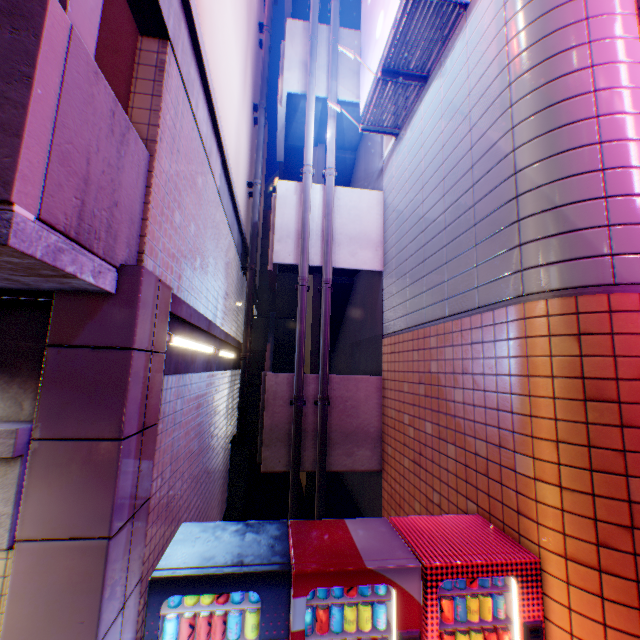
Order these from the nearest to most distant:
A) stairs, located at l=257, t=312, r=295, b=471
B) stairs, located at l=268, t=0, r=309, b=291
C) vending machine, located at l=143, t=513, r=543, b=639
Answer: vending machine, located at l=143, t=513, r=543, b=639
stairs, located at l=257, t=312, r=295, b=471
stairs, located at l=268, t=0, r=309, b=291

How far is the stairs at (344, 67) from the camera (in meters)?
8.40

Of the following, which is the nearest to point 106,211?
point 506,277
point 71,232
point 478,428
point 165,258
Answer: point 71,232

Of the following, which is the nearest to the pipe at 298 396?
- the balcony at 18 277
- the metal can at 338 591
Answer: the metal can at 338 591

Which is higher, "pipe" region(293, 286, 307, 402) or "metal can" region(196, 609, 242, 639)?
"pipe" region(293, 286, 307, 402)

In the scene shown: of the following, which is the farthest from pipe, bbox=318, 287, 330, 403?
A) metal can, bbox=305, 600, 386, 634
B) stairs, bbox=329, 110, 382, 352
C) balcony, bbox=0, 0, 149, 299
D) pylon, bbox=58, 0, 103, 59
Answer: pylon, bbox=58, 0, 103, 59

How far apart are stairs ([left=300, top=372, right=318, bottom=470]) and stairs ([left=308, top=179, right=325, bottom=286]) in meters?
0.6

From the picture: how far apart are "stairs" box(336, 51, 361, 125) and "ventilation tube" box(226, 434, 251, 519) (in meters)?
8.45
